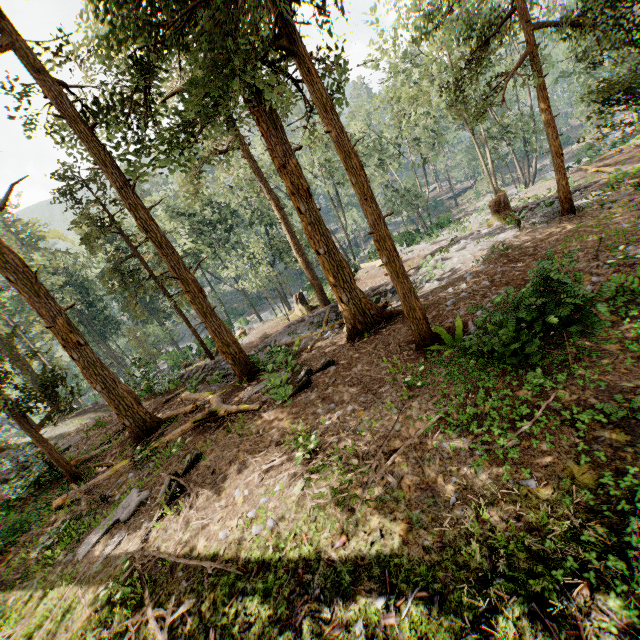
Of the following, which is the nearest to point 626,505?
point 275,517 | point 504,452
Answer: point 504,452

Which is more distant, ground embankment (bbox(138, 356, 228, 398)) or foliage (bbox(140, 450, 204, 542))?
ground embankment (bbox(138, 356, 228, 398))

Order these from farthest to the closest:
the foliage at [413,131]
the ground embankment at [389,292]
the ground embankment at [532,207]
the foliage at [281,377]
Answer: the ground embankment at [389,292]
the ground embankment at [532,207]
the foliage at [281,377]
the foliage at [413,131]

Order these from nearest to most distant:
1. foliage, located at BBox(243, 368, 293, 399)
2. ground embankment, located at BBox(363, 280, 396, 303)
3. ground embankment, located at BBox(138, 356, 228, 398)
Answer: foliage, located at BBox(243, 368, 293, 399)
ground embankment, located at BBox(363, 280, 396, 303)
ground embankment, located at BBox(138, 356, 228, 398)

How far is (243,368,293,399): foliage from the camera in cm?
1128

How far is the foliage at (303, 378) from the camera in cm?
1038

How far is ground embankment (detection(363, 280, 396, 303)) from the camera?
16.5m
